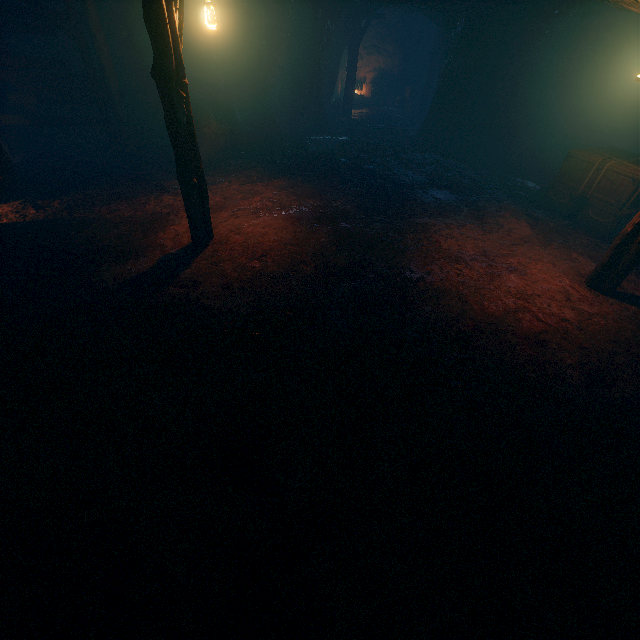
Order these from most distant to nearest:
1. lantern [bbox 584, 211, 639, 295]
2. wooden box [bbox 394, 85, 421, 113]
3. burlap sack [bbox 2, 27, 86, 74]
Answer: wooden box [bbox 394, 85, 421, 113]
burlap sack [bbox 2, 27, 86, 74]
lantern [bbox 584, 211, 639, 295]

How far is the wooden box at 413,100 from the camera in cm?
1911

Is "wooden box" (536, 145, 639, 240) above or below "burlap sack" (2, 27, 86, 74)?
below

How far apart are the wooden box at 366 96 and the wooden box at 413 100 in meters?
1.6

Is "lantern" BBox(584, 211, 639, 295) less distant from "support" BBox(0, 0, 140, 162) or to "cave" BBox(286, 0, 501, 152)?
"cave" BBox(286, 0, 501, 152)

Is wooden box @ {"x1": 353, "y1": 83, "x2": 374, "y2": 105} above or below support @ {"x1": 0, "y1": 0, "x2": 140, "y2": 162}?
below

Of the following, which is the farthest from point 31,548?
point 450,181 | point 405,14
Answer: point 405,14

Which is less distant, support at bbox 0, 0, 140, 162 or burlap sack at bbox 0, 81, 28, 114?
support at bbox 0, 0, 140, 162
